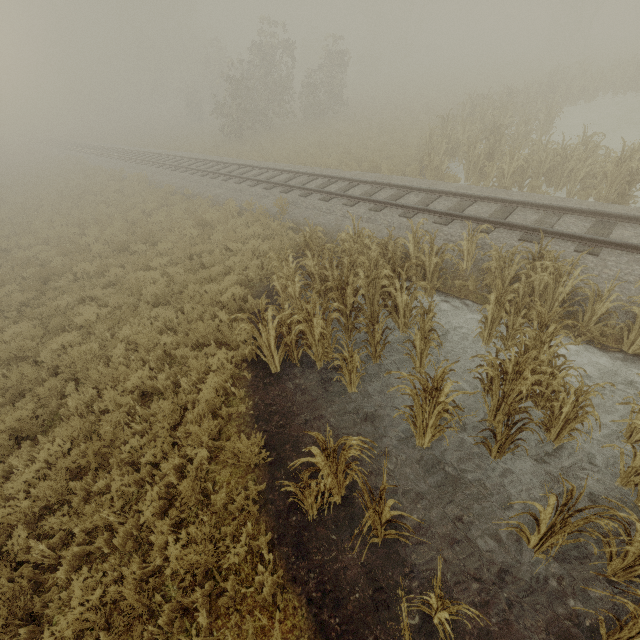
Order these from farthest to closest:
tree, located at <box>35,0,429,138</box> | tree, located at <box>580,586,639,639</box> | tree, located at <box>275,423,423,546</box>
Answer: tree, located at <box>35,0,429,138</box> → tree, located at <box>275,423,423,546</box> → tree, located at <box>580,586,639,639</box>

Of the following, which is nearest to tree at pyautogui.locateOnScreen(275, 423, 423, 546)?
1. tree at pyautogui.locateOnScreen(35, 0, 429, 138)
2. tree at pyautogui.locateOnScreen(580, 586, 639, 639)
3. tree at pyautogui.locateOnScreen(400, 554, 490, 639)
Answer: tree at pyautogui.locateOnScreen(400, 554, 490, 639)

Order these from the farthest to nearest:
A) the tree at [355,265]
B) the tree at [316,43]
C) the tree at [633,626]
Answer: the tree at [316,43]
the tree at [355,265]
the tree at [633,626]

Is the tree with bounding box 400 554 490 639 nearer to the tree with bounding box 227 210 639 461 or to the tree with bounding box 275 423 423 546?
the tree with bounding box 275 423 423 546

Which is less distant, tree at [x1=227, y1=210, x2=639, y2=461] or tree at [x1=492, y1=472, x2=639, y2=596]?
tree at [x1=492, y1=472, x2=639, y2=596]

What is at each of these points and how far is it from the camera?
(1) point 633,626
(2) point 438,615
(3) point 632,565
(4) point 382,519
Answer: (1) tree, 2.9 meters
(2) tree, 3.4 meters
(3) tree, 3.5 meters
(4) tree, 3.9 meters

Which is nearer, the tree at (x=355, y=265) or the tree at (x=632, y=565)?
the tree at (x=632, y=565)

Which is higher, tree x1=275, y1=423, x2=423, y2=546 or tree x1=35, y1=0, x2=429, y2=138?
tree x1=35, y1=0, x2=429, y2=138
